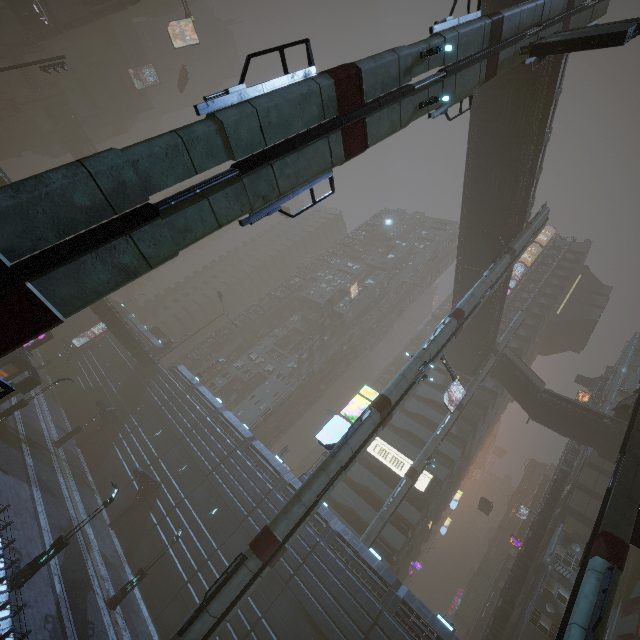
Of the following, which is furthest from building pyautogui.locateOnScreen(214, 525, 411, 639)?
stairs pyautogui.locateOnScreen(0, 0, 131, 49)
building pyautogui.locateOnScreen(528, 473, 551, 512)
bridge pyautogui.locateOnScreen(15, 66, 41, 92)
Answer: stairs pyautogui.locateOnScreen(0, 0, 131, 49)

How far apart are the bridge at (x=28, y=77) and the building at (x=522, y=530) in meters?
112.3

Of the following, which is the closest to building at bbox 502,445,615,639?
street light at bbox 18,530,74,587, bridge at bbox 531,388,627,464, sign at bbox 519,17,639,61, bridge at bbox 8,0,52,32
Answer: bridge at bbox 531,388,627,464

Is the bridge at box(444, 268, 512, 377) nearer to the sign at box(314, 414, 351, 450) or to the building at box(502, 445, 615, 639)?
the building at box(502, 445, 615, 639)

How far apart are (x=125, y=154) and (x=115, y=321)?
40.07m

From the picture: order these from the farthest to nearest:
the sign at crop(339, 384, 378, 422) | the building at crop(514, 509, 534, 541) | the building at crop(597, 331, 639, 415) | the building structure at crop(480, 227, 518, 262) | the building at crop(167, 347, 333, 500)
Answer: the building at crop(514, 509, 534, 541) → the building at crop(597, 331, 639, 415) → the building at crop(167, 347, 333, 500) → the building structure at crop(480, 227, 518, 262) → the sign at crop(339, 384, 378, 422)

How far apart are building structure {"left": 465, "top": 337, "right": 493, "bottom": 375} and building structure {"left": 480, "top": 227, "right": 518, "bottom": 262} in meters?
14.7

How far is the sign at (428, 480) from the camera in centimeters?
3631cm
